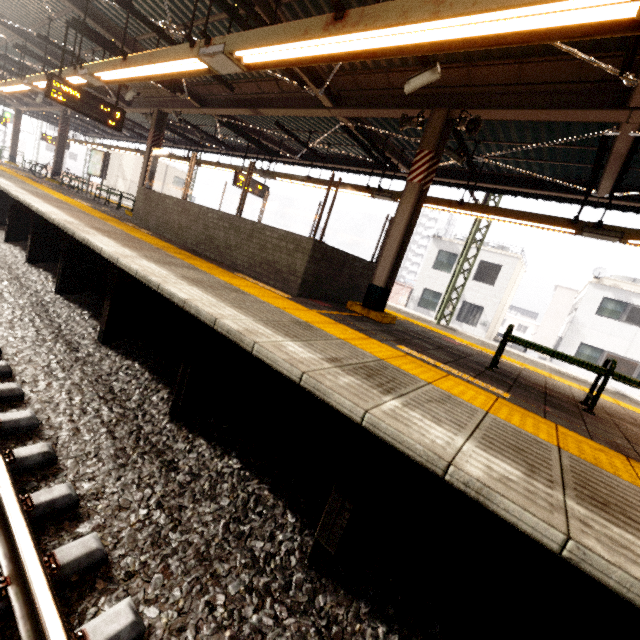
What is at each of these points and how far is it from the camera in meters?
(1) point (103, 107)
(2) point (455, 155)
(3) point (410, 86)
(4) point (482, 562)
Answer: (1) sign, 7.8
(2) cctv camera, 6.5
(3) cctv camera, 4.6
(4) platform underside, 2.1

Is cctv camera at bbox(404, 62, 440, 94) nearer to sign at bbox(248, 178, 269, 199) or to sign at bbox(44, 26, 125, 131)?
sign at bbox(248, 178, 269, 199)

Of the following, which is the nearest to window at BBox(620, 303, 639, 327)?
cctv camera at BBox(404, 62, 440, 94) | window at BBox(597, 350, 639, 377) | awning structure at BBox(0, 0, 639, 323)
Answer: window at BBox(597, 350, 639, 377)

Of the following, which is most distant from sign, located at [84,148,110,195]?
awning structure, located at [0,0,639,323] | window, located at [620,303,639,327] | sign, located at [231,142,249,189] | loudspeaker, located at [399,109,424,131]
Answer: window, located at [620,303,639,327]

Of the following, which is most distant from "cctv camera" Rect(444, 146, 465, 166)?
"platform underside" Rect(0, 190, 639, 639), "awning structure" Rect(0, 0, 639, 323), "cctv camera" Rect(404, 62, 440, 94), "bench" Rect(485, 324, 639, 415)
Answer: "platform underside" Rect(0, 190, 639, 639)

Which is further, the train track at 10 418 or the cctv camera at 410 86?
the cctv camera at 410 86

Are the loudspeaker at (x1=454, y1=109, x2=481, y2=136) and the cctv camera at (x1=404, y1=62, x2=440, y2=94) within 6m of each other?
yes

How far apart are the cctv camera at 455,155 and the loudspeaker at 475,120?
1.28m
